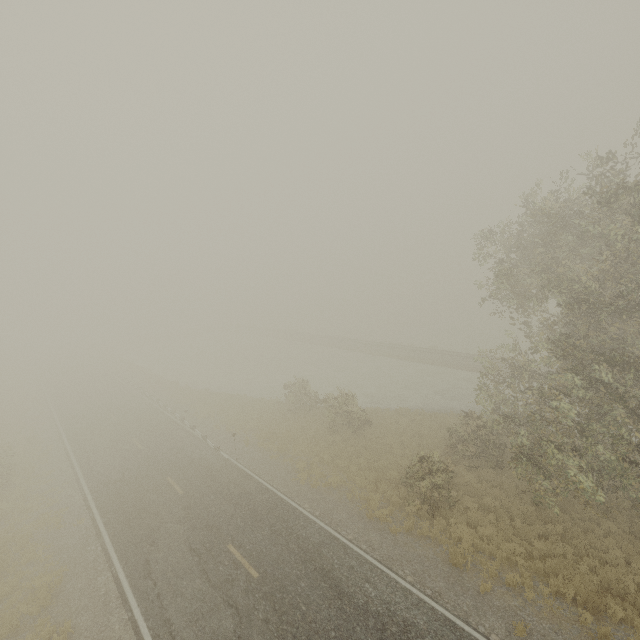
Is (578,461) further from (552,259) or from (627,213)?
(627,213)
